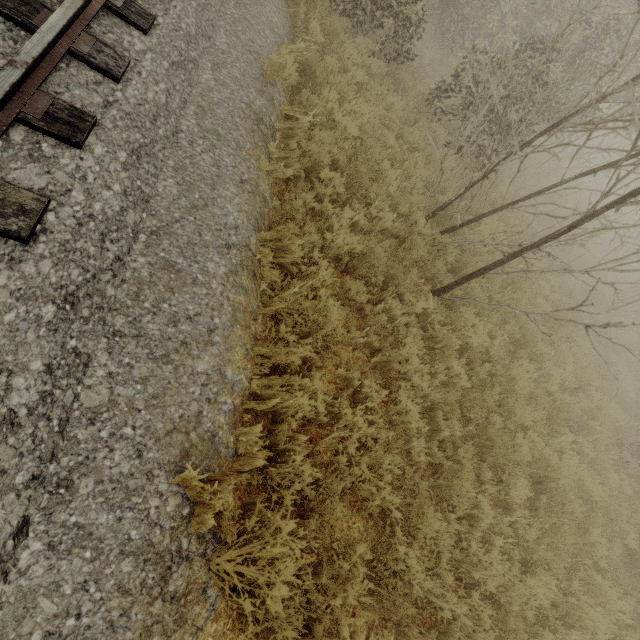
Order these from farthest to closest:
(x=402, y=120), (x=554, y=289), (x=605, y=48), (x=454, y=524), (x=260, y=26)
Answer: (x=554, y=289), (x=605, y=48), (x=402, y=120), (x=260, y=26), (x=454, y=524)
